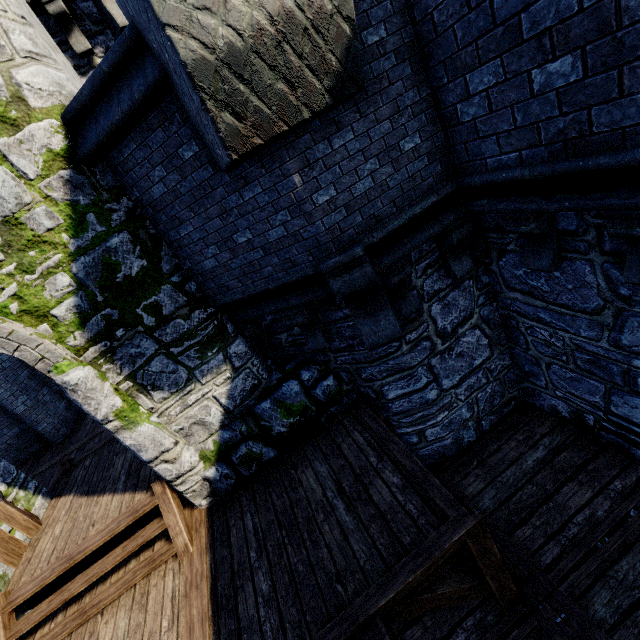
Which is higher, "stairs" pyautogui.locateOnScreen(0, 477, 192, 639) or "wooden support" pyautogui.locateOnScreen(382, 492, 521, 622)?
"stairs" pyautogui.locateOnScreen(0, 477, 192, 639)

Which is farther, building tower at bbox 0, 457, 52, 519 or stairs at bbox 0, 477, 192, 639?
building tower at bbox 0, 457, 52, 519

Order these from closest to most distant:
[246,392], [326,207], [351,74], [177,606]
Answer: [351,74] → [326,207] → [177,606] → [246,392]

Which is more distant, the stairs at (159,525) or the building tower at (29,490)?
the building tower at (29,490)

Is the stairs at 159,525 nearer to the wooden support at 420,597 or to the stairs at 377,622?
the stairs at 377,622

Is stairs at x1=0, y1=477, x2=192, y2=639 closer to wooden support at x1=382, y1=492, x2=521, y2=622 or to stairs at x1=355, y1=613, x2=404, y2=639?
stairs at x1=355, y1=613, x2=404, y2=639

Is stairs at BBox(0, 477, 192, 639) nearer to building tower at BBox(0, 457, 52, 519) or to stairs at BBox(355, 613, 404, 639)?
building tower at BBox(0, 457, 52, 519)

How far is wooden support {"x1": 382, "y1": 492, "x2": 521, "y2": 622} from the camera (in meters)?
3.10
